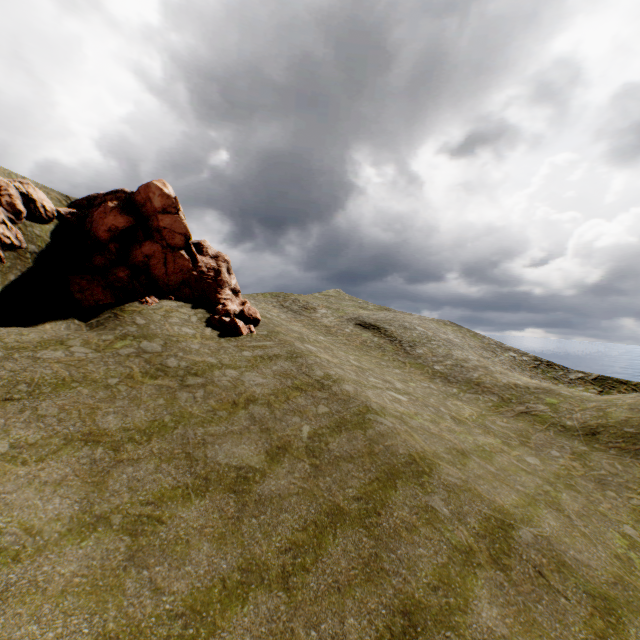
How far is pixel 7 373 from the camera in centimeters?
1219cm
